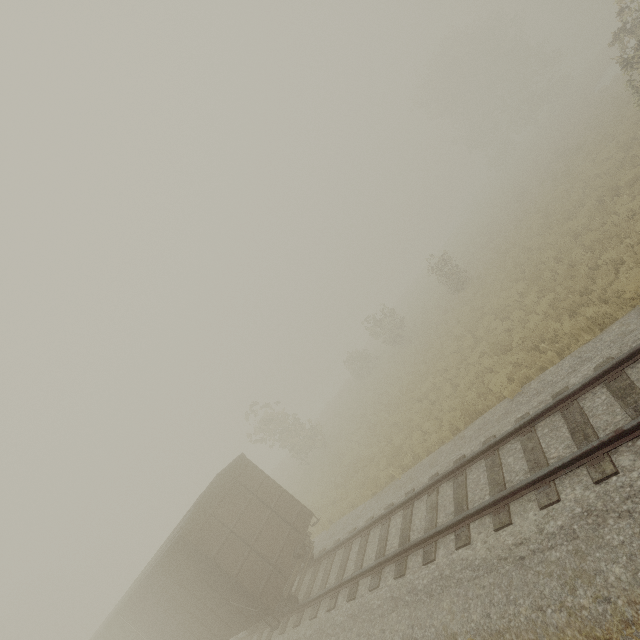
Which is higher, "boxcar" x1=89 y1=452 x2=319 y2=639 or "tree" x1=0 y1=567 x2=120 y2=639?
"tree" x1=0 y1=567 x2=120 y2=639

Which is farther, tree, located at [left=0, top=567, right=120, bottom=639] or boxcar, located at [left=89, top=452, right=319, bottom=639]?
tree, located at [left=0, top=567, right=120, bottom=639]

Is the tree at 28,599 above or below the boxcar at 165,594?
above

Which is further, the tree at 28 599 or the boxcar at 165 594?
the tree at 28 599

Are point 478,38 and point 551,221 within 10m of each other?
no
